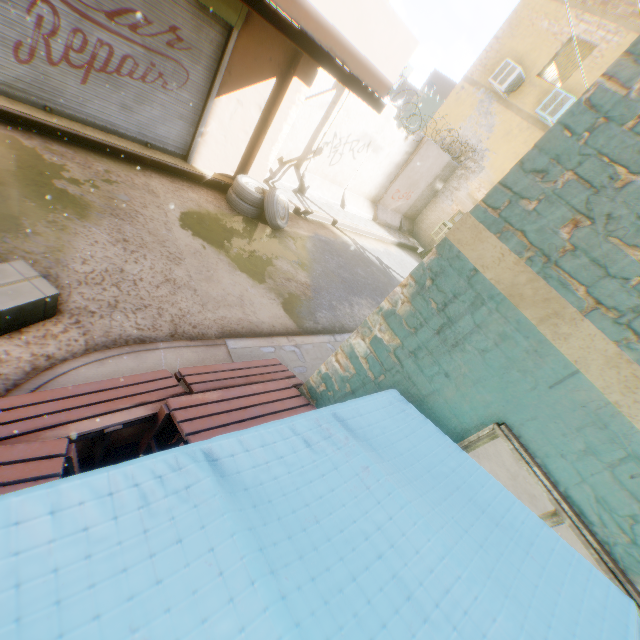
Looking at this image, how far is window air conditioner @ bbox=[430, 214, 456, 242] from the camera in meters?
13.6 m

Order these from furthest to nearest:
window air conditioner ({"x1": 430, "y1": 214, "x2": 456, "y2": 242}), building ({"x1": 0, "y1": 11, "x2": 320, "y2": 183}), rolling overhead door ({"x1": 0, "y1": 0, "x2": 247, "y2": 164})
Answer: window air conditioner ({"x1": 430, "y1": 214, "x2": 456, "y2": 242})
building ({"x1": 0, "y1": 11, "x2": 320, "y2": 183})
rolling overhead door ({"x1": 0, "y1": 0, "x2": 247, "y2": 164})

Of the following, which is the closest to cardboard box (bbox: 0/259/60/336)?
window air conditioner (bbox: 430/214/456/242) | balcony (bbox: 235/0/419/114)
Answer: balcony (bbox: 235/0/419/114)

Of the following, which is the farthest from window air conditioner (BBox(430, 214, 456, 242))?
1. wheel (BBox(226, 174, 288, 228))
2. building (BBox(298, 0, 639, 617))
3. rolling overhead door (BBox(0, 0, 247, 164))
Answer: rolling overhead door (BBox(0, 0, 247, 164))

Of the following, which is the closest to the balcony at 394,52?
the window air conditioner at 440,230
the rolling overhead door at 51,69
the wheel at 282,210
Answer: the rolling overhead door at 51,69

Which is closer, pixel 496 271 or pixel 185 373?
pixel 496 271

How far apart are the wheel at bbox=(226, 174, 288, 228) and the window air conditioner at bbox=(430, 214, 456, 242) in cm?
823

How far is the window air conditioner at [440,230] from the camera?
13.6m
